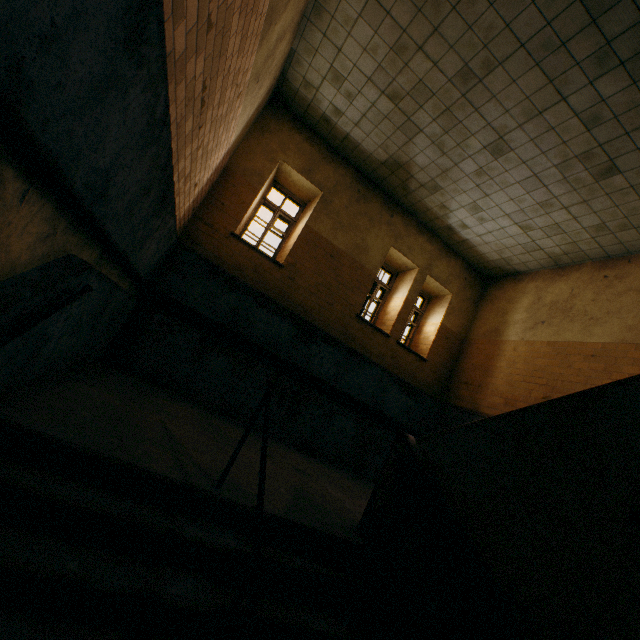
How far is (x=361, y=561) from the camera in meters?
3.1 m
